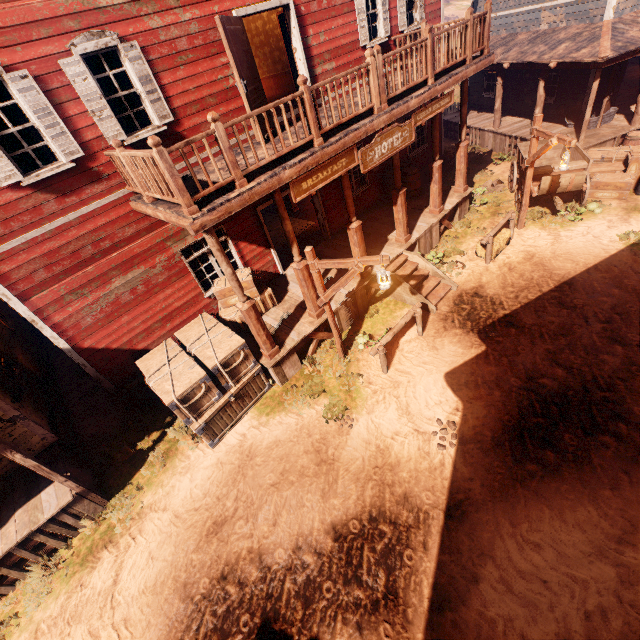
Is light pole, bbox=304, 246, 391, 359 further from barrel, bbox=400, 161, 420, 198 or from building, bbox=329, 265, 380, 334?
barrel, bbox=400, 161, 420, 198

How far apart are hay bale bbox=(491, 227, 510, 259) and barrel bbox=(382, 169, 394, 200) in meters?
3.1

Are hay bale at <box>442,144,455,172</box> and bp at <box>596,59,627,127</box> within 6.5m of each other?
yes

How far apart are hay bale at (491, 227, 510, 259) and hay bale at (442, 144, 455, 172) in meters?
6.3

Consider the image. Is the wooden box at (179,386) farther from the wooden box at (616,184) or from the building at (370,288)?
the wooden box at (616,184)

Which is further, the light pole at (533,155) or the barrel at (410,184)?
the barrel at (410,184)

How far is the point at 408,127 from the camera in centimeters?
768cm

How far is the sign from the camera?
6.3 meters
